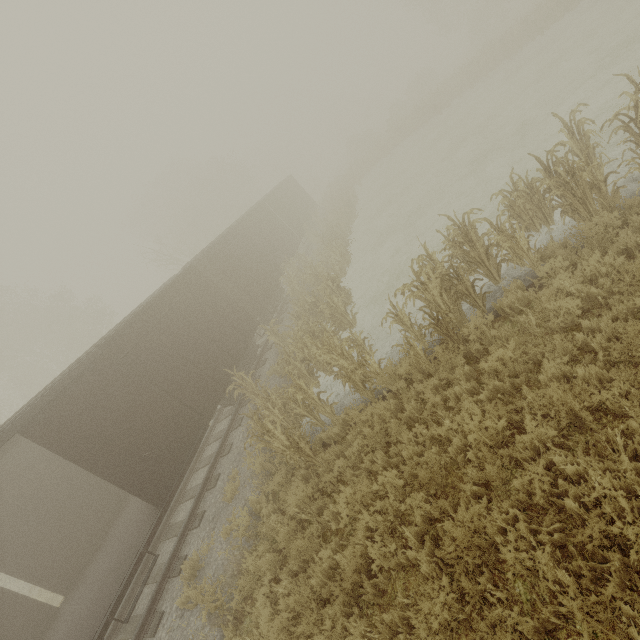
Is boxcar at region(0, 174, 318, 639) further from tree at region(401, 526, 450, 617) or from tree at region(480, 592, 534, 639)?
tree at region(480, 592, 534, 639)

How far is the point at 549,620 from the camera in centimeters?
321cm

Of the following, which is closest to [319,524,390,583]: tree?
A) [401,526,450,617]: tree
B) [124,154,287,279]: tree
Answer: [401,526,450,617]: tree

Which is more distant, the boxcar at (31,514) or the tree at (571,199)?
the boxcar at (31,514)

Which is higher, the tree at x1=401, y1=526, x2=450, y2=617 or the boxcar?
the boxcar

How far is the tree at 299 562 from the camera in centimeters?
563cm

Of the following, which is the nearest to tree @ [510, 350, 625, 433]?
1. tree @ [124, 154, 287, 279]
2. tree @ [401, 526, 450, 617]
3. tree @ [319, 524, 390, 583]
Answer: tree @ [319, 524, 390, 583]

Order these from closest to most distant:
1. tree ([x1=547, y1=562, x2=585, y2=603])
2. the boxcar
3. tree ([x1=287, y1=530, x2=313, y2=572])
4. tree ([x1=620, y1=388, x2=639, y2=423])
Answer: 1. tree ([x1=547, y1=562, x2=585, y2=603])
2. tree ([x1=620, y1=388, x2=639, y2=423])
3. tree ([x1=287, y1=530, x2=313, y2=572])
4. the boxcar
